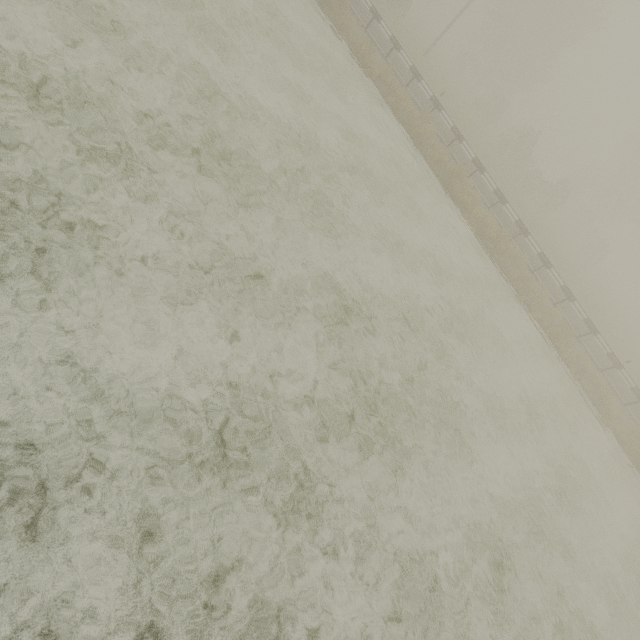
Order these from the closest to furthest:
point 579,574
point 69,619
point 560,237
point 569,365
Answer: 1. point 69,619
2. point 579,574
3. point 569,365
4. point 560,237
